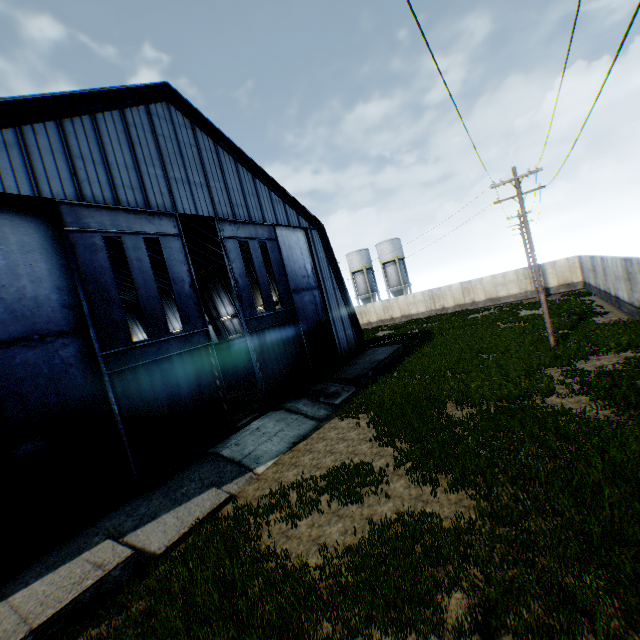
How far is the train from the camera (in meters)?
25.80

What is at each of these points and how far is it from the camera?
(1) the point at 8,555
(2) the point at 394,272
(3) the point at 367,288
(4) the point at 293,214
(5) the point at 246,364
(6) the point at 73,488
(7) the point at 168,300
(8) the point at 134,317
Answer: (1) building, 8.5m
(2) vertical tank, 51.6m
(3) vertical tank, 54.8m
(4) building, 22.8m
(5) train, 26.8m
(6) hanging door, 10.4m
(7) building, 38.2m
(8) building, 43.0m

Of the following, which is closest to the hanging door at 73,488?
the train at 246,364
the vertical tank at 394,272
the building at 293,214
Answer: the building at 293,214

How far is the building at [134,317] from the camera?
28.5m

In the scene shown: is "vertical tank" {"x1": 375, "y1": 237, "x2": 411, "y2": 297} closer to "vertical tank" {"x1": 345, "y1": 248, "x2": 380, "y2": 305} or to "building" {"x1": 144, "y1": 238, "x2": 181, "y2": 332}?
"vertical tank" {"x1": 345, "y1": 248, "x2": 380, "y2": 305}

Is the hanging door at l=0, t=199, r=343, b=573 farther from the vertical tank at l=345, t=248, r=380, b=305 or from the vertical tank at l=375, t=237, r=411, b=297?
the vertical tank at l=345, t=248, r=380, b=305

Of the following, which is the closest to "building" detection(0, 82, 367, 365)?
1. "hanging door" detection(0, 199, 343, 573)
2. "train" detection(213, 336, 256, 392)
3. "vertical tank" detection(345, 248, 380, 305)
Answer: "hanging door" detection(0, 199, 343, 573)

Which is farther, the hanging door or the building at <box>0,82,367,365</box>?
the building at <box>0,82,367,365</box>
